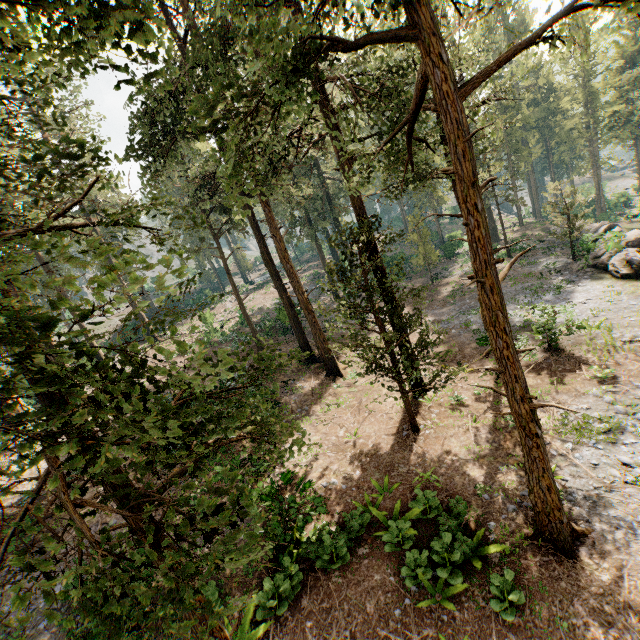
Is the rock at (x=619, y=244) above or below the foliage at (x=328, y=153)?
below

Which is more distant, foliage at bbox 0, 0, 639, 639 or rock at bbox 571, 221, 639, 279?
rock at bbox 571, 221, 639, 279

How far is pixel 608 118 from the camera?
44.0m

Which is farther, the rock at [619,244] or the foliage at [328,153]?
the rock at [619,244]

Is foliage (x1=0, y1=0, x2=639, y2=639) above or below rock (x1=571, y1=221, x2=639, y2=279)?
above
